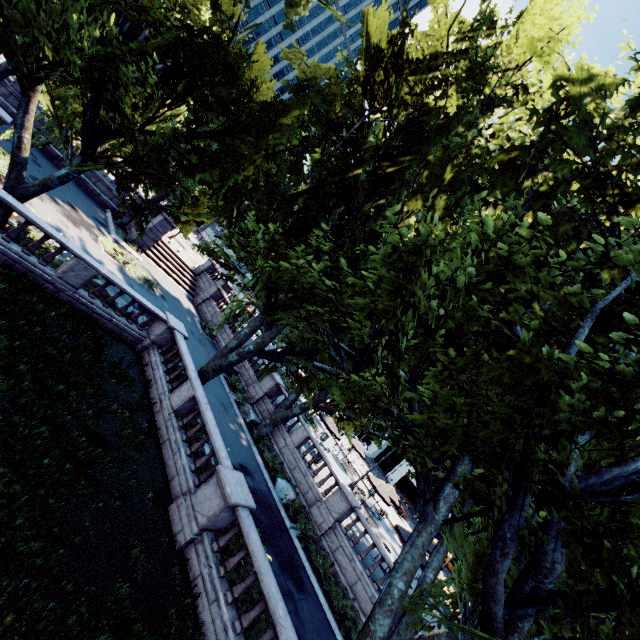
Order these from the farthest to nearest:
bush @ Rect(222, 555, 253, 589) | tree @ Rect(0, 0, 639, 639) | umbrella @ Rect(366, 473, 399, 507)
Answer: umbrella @ Rect(366, 473, 399, 507), bush @ Rect(222, 555, 253, 589), tree @ Rect(0, 0, 639, 639)

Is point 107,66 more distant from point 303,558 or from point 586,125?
point 303,558

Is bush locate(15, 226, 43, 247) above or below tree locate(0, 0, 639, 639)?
below

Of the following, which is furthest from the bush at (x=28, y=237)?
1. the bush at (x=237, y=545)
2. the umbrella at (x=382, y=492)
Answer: the umbrella at (x=382, y=492)

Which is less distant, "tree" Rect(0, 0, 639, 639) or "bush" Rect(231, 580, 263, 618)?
"tree" Rect(0, 0, 639, 639)

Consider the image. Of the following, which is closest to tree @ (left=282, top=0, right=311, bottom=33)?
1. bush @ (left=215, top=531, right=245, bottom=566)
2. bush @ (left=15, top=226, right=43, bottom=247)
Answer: bush @ (left=215, top=531, right=245, bottom=566)

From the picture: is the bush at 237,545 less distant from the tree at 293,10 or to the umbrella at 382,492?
the tree at 293,10

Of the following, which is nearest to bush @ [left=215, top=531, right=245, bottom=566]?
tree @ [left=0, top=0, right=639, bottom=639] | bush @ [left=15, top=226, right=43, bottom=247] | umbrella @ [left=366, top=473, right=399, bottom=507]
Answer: tree @ [left=0, top=0, right=639, bottom=639]
